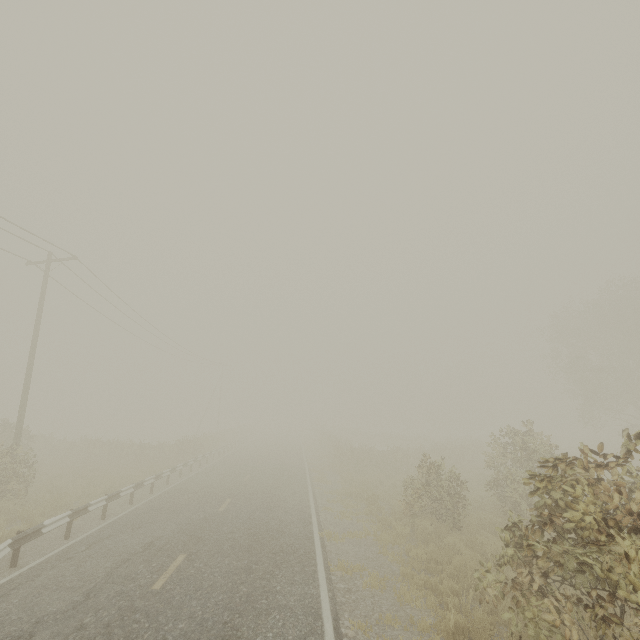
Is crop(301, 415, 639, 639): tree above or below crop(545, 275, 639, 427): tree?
below

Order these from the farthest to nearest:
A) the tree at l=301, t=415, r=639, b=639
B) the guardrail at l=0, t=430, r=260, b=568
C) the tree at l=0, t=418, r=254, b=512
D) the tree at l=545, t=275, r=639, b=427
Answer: the tree at l=545, t=275, r=639, b=427 < the tree at l=0, t=418, r=254, b=512 < the guardrail at l=0, t=430, r=260, b=568 < the tree at l=301, t=415, r=639, b=639

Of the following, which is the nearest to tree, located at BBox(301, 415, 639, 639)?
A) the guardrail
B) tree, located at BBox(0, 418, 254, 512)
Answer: the guardrail

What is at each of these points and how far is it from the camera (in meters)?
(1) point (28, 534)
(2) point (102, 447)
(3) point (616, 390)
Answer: (1) guardrail, 8.27
(2) tree, 24.41
(3) tree, 30.16

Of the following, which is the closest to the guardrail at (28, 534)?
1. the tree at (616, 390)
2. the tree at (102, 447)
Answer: the tree at (102, 447)

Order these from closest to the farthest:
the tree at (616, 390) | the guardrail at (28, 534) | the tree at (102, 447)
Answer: the guardrail at (28, 534) → the tree at (102, 447) → the tree at (616, 390)

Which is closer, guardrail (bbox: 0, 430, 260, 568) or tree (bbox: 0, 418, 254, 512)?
guardrail (bbox: 0, 430, 260, 568)

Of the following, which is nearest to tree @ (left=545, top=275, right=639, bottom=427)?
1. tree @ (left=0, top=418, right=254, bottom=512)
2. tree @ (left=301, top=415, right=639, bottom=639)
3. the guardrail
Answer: tree @ (left=301, top=415, right=639, bottom=639)
